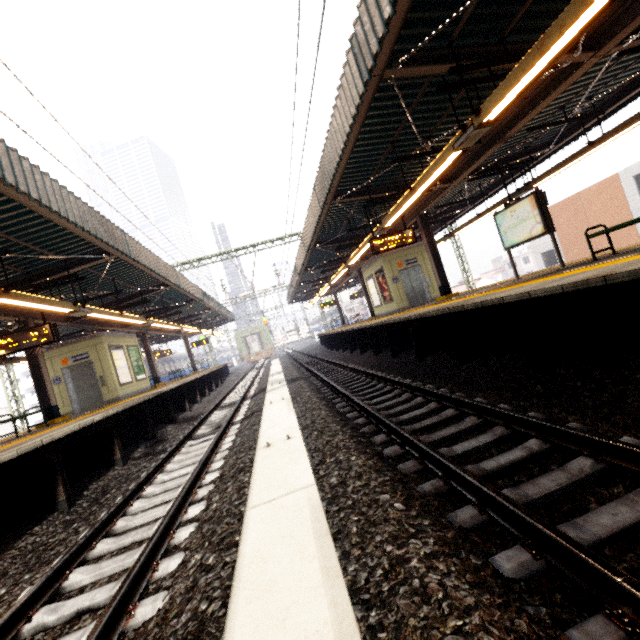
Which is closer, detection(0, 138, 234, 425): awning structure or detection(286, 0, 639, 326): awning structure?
detection(286, 0, 639, 326): awning structure

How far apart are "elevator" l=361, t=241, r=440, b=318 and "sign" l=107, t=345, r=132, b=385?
12.6m

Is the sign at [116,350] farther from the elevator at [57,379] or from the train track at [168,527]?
the train track at [168,527]

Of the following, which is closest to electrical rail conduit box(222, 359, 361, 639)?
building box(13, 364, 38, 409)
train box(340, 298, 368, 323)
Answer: train box(340, 298, 368, 323)

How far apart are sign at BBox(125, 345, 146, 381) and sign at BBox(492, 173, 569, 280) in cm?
1587

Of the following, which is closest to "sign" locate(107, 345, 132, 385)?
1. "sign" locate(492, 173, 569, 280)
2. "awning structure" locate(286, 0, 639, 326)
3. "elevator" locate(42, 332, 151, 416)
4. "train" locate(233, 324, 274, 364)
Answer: "elevator" locate(42, 332, 151, 416)

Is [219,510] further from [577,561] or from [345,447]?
[577,561]

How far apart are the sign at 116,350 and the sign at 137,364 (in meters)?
0.30
